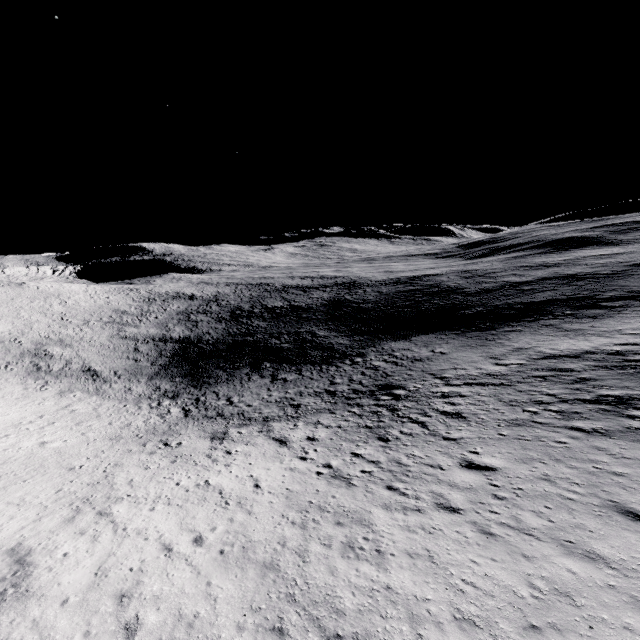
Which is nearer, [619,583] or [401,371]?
[619,583]
